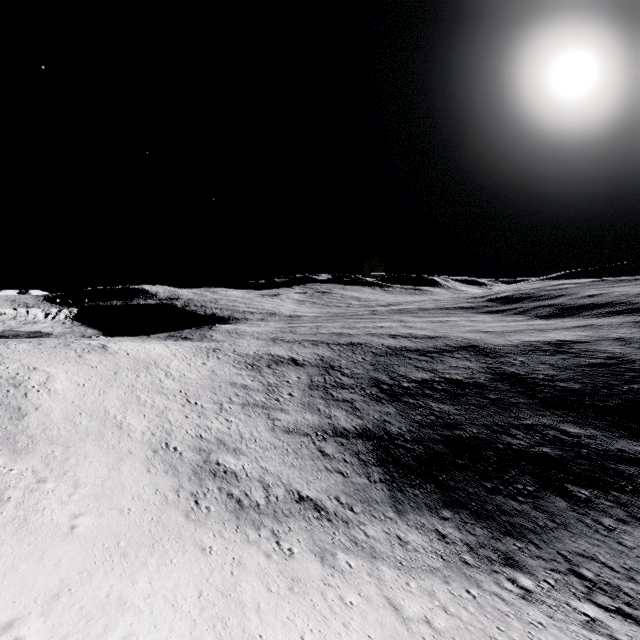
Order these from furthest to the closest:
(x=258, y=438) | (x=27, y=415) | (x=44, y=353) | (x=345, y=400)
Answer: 1. (x=345, y=400)
2. (x=44, y=353)
3. (x=258, y=438)
4. (x=27, y=415)
